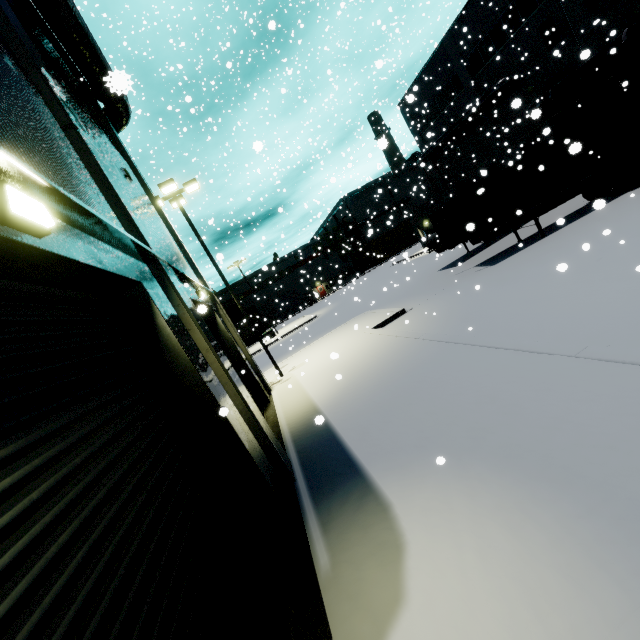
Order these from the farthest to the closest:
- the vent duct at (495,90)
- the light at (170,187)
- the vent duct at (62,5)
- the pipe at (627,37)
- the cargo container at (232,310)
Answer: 1. the cargo container at (232,310)
2. the vent duct at (495,90)
3. the pipe at (627,37)
4. the light at (170,187)
5. the vent duct at (62,5)

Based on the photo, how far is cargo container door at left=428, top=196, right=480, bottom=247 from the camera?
14.8 meters

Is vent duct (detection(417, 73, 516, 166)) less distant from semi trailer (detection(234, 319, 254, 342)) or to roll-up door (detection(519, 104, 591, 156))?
roll-up door (detection(519, 104, 591, 156))

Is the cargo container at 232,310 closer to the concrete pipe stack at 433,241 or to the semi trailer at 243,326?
the semi trailer at 243,326

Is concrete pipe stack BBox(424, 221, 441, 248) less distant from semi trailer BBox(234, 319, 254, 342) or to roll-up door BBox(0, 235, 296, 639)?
semi trailer BBox(234, 319, 254, 342)

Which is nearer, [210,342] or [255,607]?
[255,607]

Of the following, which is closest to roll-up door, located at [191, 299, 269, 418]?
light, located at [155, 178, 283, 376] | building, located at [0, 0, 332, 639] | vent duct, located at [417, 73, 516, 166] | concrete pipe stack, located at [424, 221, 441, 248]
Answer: building, located at [0, 0, 332, 639]

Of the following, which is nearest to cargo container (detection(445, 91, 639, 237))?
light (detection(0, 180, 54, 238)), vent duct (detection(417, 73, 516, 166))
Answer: vent duct (detection(417, 73, 516, 166))
